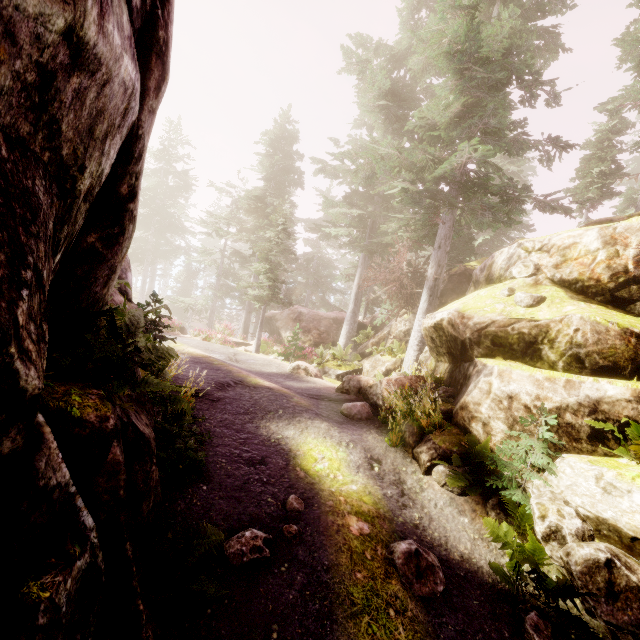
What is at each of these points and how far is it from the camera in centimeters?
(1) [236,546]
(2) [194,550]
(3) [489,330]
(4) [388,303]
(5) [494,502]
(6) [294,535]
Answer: (1) instancedfoliageactor, 448cm
(2) instancedfoliageactor, 353cm
(3) rock, 880cm
(4) tree, 2120cm
(5) rock, 629cm
(6) instancedfoliageactor, 503cm

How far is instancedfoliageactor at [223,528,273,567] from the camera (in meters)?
4.37

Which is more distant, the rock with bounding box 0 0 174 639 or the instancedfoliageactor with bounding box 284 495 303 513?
the instancedfoliageactor with bounding box 284 495 303 513

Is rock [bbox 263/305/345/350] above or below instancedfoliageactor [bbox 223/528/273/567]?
above

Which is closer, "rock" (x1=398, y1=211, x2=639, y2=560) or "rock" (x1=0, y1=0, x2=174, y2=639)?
"rock" (x1=0, y1=0, x2=174, y2=639)

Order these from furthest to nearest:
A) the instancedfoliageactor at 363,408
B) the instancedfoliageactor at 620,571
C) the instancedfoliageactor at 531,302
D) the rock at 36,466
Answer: the instancedfoliageactor at 363,408, the instancedfoliageactor at 531,302, the instancedfoliageactor at 620,571, the rock at 36,466

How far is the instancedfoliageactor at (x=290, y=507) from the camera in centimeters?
549cm
